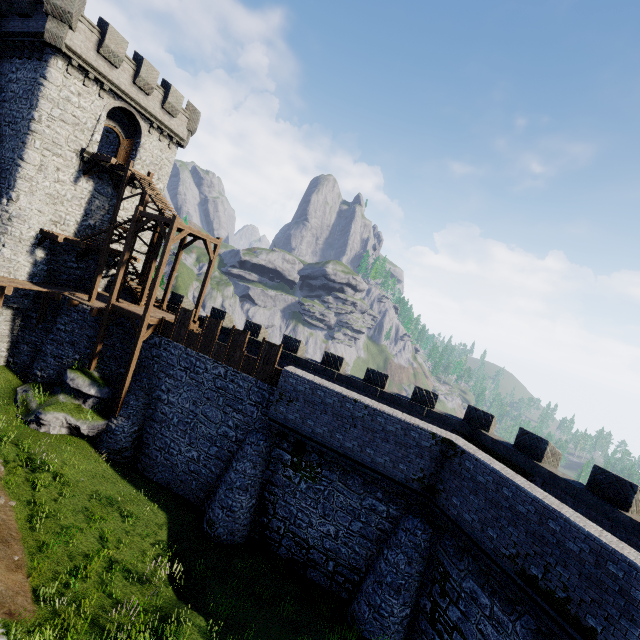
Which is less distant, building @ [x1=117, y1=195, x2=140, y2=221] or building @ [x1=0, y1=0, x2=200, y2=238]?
building @ [x1=0, y1=0, x2=200, y2=238]

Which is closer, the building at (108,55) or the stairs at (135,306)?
the stairs at (135,306)

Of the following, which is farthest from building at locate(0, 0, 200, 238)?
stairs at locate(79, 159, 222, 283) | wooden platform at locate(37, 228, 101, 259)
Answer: stairs at locate(79, 159, 222, 283)

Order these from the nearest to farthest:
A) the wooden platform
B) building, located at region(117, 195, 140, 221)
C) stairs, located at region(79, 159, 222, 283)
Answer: stairs, located at region(79, 159, 222, 283)
the wooden platform
building, located at region(117, 195, 140, 221)

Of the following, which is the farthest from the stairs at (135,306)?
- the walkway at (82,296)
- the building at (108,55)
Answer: the building at (108,55)

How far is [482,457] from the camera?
12.1 meters

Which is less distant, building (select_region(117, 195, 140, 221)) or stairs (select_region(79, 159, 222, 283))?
stairs (select_region(79, 159, 222, 283))

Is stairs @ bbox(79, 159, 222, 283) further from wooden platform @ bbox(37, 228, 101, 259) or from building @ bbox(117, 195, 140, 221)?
building @ bbox(117, 195, 140, 221)
